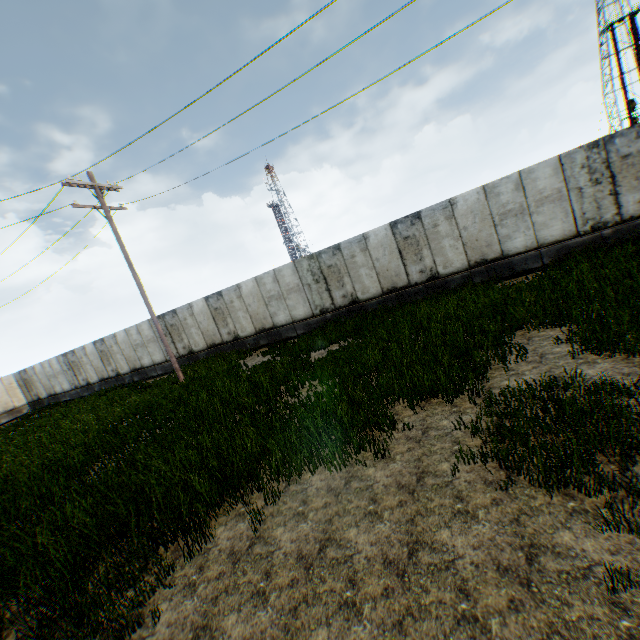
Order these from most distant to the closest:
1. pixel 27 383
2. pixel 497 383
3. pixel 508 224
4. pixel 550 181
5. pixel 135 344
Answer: pixel 27 383
pixel 135 344
pixel 508 224
pixel 550 181
pixel 497 383
